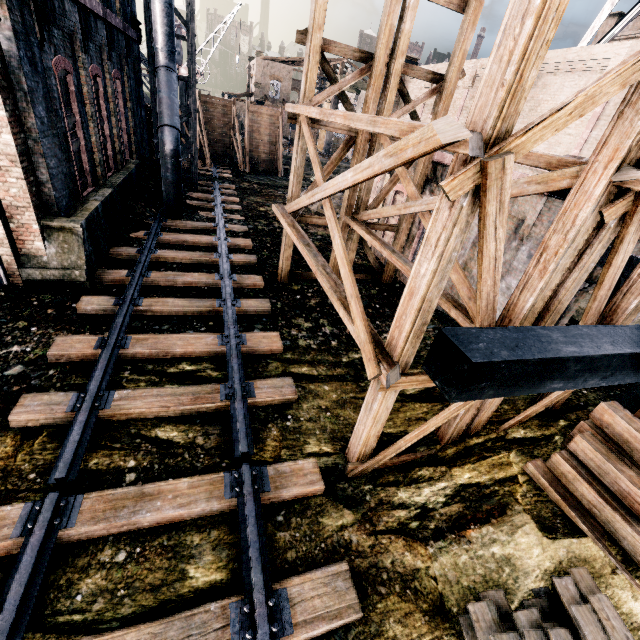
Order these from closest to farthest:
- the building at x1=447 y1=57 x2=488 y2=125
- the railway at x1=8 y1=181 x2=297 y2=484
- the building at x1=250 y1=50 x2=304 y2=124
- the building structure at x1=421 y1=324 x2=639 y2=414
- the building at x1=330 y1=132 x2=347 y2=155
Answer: the building structure at x1=421 y1=324 x2=639 y2=414
the railway at x1=8 y1=181 x2=297 y2=484
the building at x1=447 y1=57 x2=488 y2=125
the building at x1=330 y1=132 x2=347 y2=155
the building at x1=250 y1=50 x2=304 y2=124

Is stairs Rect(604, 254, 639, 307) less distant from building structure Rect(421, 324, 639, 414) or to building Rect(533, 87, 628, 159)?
building structure Rect(421, 324, 639, 414)

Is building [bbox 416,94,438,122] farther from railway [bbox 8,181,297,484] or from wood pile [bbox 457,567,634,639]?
wood pile [bbox 457,567,634,639]

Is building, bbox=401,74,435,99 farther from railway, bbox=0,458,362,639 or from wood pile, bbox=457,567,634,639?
wood pile, bbox=457,567,634,639

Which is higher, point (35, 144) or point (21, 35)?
point (21, 35)

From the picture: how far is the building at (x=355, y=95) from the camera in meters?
48.4 m

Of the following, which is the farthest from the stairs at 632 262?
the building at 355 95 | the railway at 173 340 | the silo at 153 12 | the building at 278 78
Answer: the building at 278 78

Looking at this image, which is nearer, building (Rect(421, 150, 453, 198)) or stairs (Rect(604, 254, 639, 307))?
stairs (Rect(604, 254, 639, 307))
